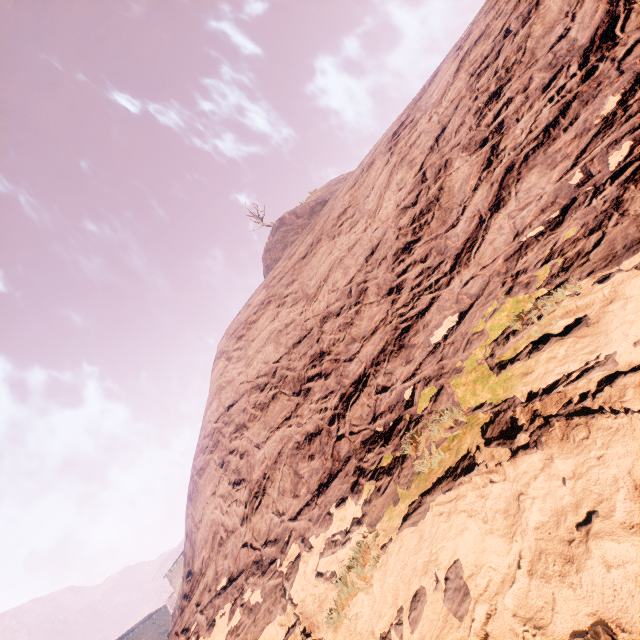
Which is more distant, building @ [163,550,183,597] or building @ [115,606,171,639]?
building @ [115,606,171,639]

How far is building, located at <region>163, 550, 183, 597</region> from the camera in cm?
4316

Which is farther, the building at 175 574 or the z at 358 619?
the building at 175 574

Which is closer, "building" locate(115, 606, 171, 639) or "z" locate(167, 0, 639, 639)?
"z" locate(167, 0, 639, 639)

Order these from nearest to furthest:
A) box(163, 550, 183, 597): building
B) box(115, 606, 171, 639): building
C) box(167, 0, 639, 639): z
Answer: box(167, 0, 639, 639): z < box(163, 550, 183, 597): building < box(115, 606, 171, 639): building

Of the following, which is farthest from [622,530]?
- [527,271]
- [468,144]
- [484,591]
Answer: [468,144]

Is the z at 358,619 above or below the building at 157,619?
→ below
